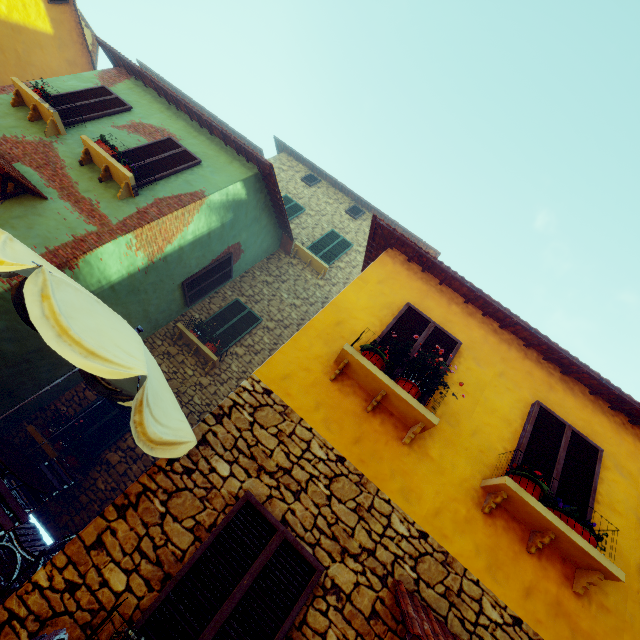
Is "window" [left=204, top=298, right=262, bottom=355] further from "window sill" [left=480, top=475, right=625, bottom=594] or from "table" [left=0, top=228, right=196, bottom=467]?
"window sill" [left=480, top=475, right=625, bottom=594]

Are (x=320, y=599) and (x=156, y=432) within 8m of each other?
yes

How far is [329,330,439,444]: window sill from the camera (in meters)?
4.08

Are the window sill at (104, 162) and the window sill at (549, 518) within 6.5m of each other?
no

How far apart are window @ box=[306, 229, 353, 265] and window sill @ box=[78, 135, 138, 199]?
6.00m

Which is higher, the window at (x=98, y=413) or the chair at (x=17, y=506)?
the window at (x=98, y=413)

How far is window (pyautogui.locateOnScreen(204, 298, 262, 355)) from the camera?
9.1m

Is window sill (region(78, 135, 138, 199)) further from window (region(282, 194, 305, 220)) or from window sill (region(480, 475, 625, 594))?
window sill (region(480, 475, 625, 594))
